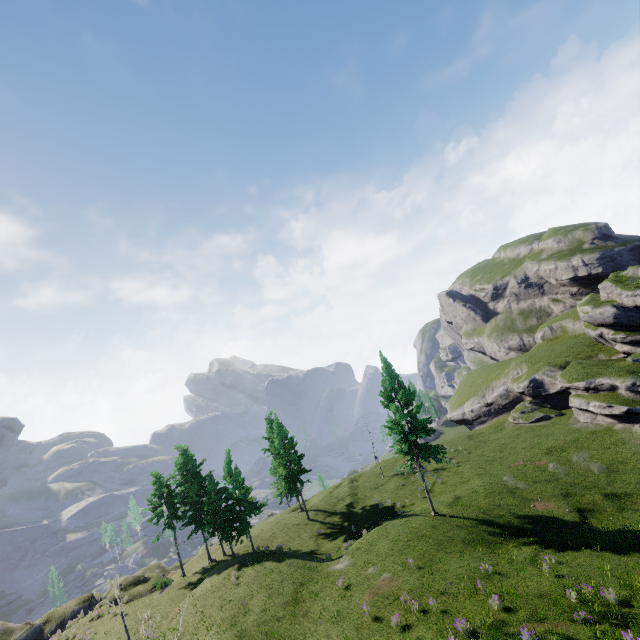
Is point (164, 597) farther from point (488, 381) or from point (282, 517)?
point (488, 381)

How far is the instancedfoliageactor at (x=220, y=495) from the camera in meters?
33.8

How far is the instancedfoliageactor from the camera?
33.81m
